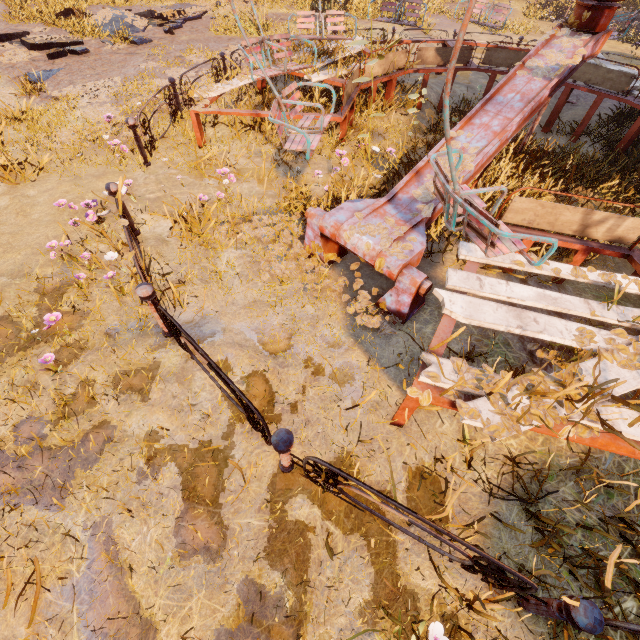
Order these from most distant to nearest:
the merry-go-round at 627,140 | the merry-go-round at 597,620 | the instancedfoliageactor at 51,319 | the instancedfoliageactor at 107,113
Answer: the merry-go-round at 627,140
the instancedfoliageactor at 107,113
the instancedfoliageactor at 51,319
the merry-go-round at 597,620

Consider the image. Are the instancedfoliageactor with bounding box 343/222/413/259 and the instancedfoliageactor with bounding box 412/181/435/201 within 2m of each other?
yes

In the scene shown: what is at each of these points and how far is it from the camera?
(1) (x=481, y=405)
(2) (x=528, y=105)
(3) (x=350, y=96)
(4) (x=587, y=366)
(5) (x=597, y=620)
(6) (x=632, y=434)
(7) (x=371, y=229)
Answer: (1) merry-go-round, 2.4m
(2) merry-go-round, 4.3m
(3) merry-go-round, 6.4m
(4) merry-go-round, 2.7m
(5) merry-go-round, 1.7m
(6) merry-go-round, 2.4m
(7) instancedfoliageactor, 3.8m

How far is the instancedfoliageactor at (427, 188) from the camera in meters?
4.0 m

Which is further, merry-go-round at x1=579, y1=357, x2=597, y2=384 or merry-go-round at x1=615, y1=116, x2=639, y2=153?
merry-go-round at x1=615, y1=116, x2=639, y2=153

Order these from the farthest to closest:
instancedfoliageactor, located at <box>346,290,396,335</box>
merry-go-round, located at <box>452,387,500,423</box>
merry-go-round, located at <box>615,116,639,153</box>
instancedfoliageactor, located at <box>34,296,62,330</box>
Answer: merry-go-round, located at <box>615,116,639,153</box> → instancedfoliageactor, located at <box>346,290,396,335</box> → instancedfoliageactor, located at <box>34,296,62,330</box> → merry-go-round, located at <box>452,387,500,423</box>

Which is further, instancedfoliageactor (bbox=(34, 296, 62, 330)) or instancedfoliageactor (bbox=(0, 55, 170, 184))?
instancedfoliageactor (bbox=(0, 55, 170, 184))
